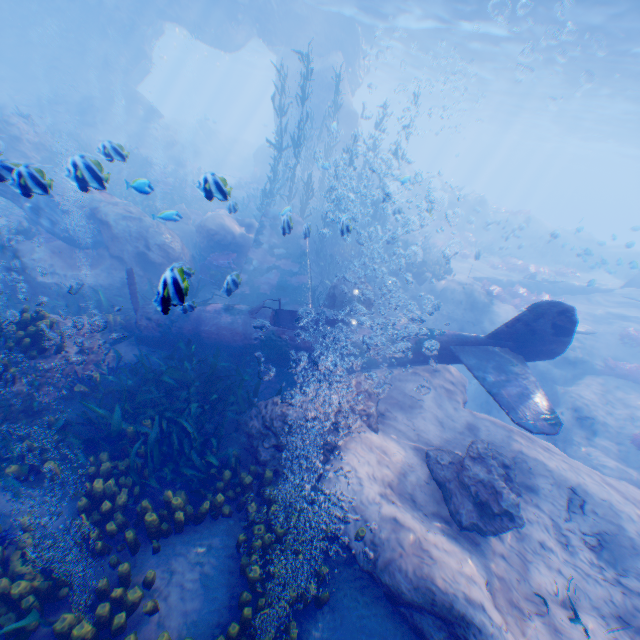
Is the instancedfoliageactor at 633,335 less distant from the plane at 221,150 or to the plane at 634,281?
the plane at 634,281

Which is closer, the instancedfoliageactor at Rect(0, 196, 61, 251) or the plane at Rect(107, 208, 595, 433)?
the plane at Rect(107, 208, 595, 433)

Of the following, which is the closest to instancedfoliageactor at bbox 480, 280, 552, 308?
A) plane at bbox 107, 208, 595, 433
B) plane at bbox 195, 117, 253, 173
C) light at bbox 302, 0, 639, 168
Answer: plane at bbox 107, 208, 595, 433

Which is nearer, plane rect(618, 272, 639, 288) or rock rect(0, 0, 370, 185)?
plane rect(618, 272, 639, 288)

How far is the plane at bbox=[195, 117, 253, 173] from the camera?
35.06m

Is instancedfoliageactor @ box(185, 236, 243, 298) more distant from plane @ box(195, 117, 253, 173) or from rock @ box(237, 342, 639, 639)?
plane @ box(195, 117, 253, 173)

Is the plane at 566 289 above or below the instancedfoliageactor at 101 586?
above

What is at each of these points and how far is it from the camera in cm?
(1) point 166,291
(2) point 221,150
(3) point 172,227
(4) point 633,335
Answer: (1) instancedfoliageactor, 265
(2) plane, 3744
(3) rock, 1463
(4) instancedfoliageactor, 1520
